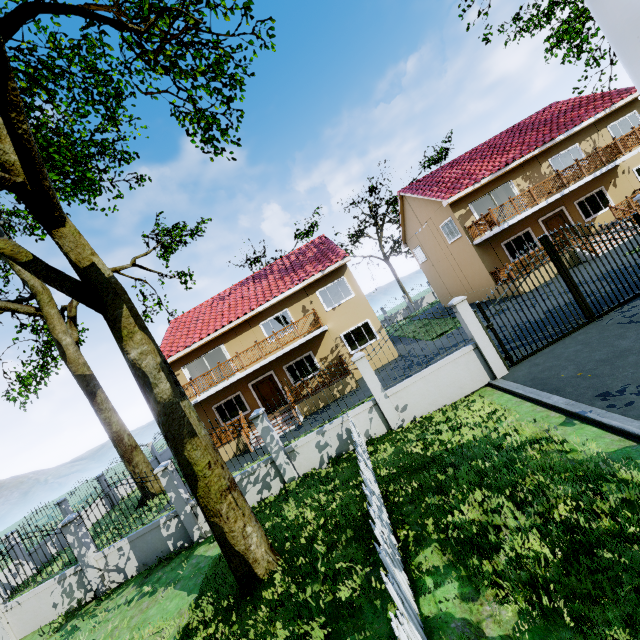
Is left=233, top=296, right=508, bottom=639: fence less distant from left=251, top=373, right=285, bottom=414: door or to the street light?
the street light

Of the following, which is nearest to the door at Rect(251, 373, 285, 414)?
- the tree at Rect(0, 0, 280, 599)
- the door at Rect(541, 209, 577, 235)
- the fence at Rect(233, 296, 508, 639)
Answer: the tree at Rect(0, 0, 280, 599)

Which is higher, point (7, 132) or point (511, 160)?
point (7, 132)

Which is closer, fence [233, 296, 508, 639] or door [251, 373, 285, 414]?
fence [233, 296, 508, 639]

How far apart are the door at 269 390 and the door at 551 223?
18.6 meters

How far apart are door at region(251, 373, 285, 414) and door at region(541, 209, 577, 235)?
18.6m

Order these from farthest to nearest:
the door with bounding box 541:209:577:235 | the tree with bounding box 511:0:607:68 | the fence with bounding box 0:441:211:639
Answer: the door with bounding box 541:209:577:235 → the tree with bounding box 511:0:607:68 → the fence with bounding box 0:441:211:639

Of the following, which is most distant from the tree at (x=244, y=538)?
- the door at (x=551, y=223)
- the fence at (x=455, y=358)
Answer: the door at (x=551, y=223)
